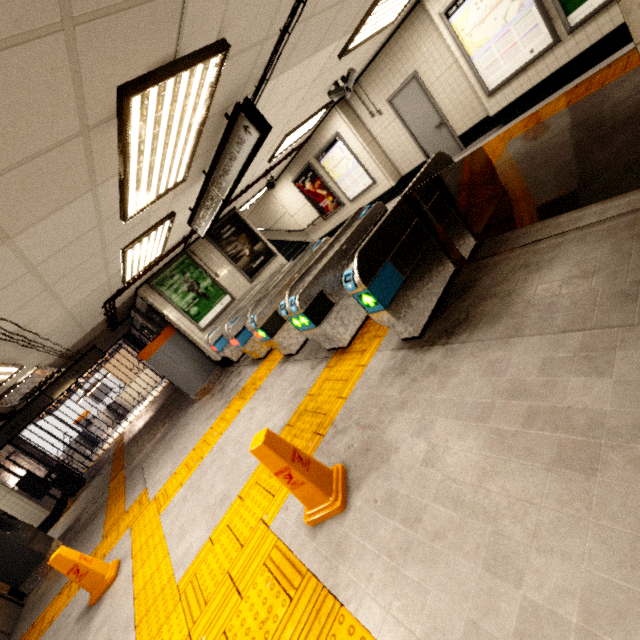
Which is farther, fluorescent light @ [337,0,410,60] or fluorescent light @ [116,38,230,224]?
fluorescent light @ [337,0,410,60]

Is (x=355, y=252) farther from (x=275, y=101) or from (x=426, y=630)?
(x=426, y=630)

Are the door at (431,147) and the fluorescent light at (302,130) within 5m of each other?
yes

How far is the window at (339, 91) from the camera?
6.4m

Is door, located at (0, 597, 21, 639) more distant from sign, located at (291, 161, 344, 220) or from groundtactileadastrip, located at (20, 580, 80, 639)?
sign, located at (291, 161, 344, 220)

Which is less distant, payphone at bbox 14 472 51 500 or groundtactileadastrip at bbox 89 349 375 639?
groundtactileadastrip at bbox 89 349 375 639

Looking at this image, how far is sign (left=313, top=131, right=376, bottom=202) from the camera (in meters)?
9.17

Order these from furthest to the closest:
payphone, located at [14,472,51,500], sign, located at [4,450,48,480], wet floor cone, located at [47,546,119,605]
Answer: sign, located at [4,450,48,480], payphone, located at [14,472,51,500], wet floor cone, located at [47,546,119,605]
